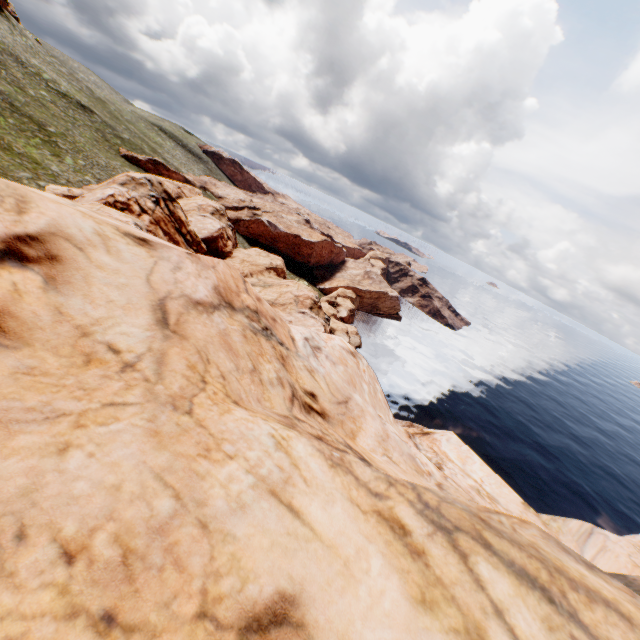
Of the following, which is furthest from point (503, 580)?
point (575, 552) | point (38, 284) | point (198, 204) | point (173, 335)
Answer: point (198, 204)
